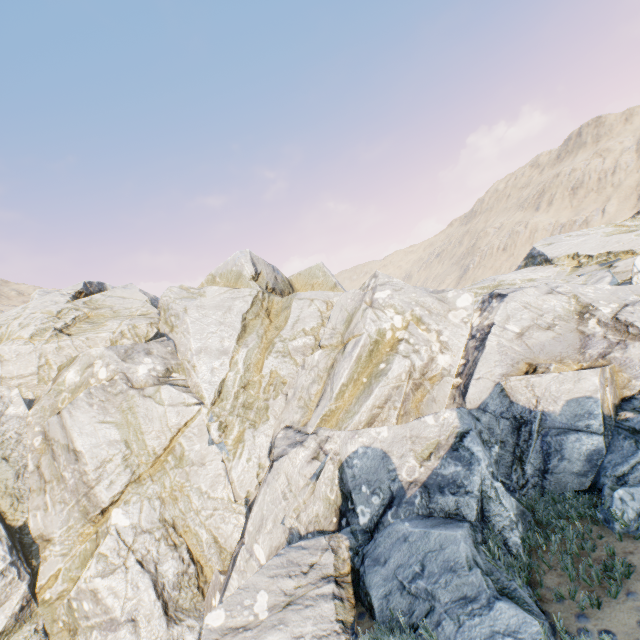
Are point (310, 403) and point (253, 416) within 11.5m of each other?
yes
